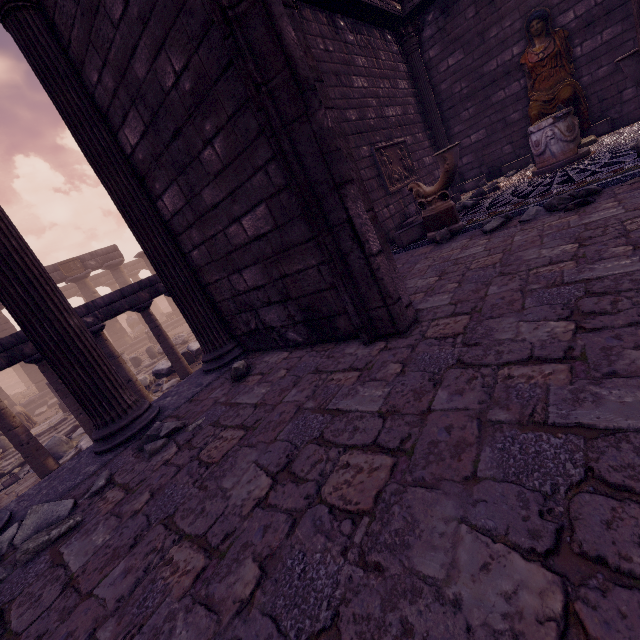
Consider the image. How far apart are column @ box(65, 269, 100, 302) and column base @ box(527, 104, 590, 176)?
23.78m

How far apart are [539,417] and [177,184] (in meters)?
3.74

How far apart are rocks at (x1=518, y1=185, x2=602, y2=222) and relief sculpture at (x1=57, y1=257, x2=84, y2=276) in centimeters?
2424cm

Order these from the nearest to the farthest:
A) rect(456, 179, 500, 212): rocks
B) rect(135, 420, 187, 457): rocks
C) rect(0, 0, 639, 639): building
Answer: rect(0, 0, 639, 639): building < rect(135, 420, 187, 457): rocks < rect(456, 179, 500, 212): rocks

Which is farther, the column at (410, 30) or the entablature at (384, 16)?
the column at (410, 30)

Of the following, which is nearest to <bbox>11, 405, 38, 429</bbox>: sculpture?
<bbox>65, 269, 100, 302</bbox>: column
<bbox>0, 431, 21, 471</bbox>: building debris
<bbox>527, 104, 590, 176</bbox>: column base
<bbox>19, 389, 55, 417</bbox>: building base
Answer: <bbox>0, 431, 21, 471</bbox>: building debris

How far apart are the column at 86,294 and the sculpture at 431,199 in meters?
22.4 m

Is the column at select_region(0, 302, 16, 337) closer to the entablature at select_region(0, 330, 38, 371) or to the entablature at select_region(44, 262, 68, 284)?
the entablature at select_region(44, 262, 68, 284)
